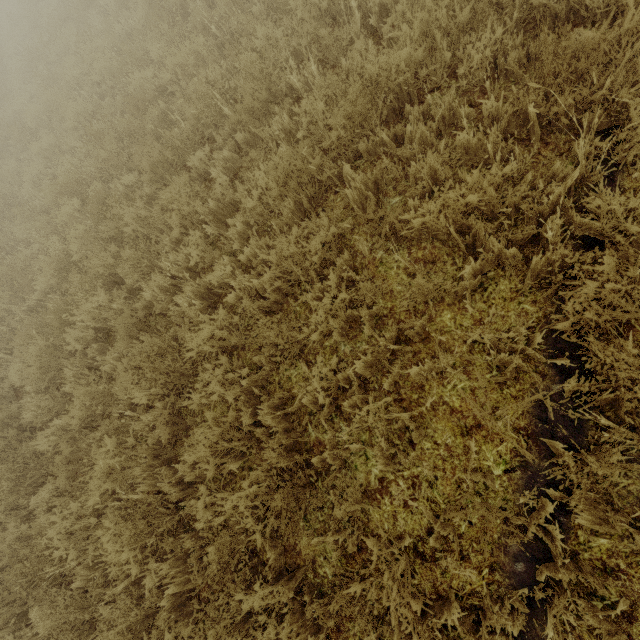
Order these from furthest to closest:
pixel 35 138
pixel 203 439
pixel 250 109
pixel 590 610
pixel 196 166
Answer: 1. pixel 35 138
2. pixel 196 166
3. pixel 250 109
4. pixel 203 439
5. pixel 590 610
